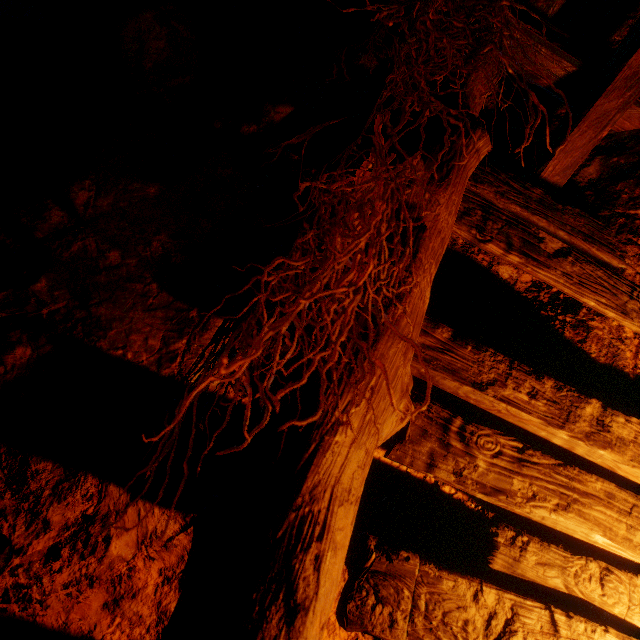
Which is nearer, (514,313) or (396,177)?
(396,177)
